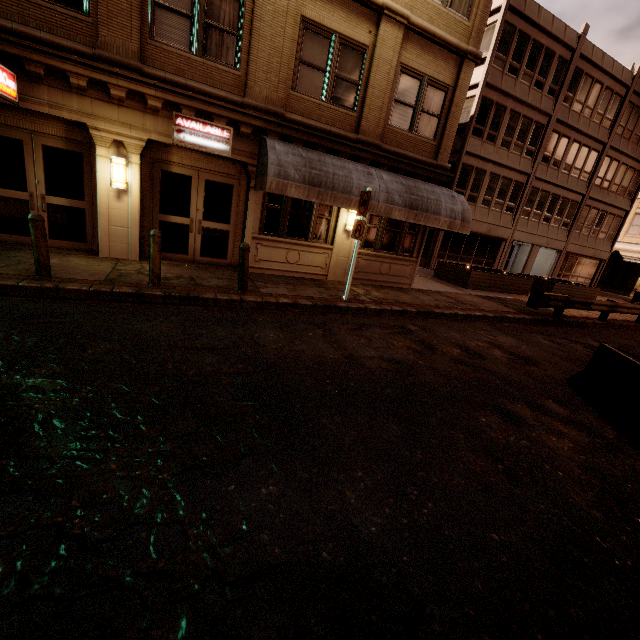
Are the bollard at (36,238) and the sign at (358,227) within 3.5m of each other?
no

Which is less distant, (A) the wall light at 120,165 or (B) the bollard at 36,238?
(B) the bollard at 36,238

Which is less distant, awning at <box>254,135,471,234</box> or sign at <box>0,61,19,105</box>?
sign at <box>0,61,19,105</box>

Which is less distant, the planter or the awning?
the awning

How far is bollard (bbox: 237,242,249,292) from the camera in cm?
772

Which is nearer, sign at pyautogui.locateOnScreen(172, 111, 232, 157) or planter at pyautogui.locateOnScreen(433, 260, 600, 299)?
sign at pyautogui.locateOnScreen(172, 111, 232, 157)

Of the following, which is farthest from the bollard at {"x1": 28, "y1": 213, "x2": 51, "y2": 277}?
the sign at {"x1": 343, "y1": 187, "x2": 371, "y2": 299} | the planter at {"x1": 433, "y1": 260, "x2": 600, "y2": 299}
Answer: the planter at {"x1": 433, "y1": 260, "x2": 600, "y2": 299}

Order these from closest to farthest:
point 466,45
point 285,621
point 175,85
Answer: point 285,621 → point 175,85 → point 466,45
